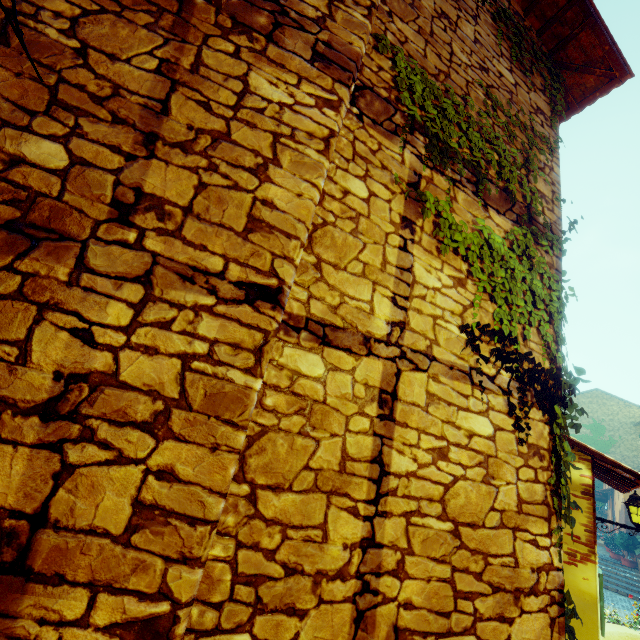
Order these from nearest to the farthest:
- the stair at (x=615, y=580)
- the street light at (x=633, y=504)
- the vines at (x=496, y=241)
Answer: the vines at (x=496, y=241) < the street light at (x=633, y=504) < the stair at (x=615, y=580)

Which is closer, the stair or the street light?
the street light

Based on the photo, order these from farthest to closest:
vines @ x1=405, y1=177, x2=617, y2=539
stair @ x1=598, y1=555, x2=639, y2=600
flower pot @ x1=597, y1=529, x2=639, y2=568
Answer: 1. flower pot @ x1=597, y1=529, x2=639, y2=568
2. stair @ x1=598, y1=555, x2=639, y2=600
3. vines @ x1=405, y1=177, x2=617, y2=539

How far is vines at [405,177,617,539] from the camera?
2.4m

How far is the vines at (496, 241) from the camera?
2.41m

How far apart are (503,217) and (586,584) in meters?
4.9

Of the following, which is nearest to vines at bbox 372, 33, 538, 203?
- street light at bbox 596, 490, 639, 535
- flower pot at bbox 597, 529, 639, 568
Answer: street light at bbox 596, 490, 639, 535
